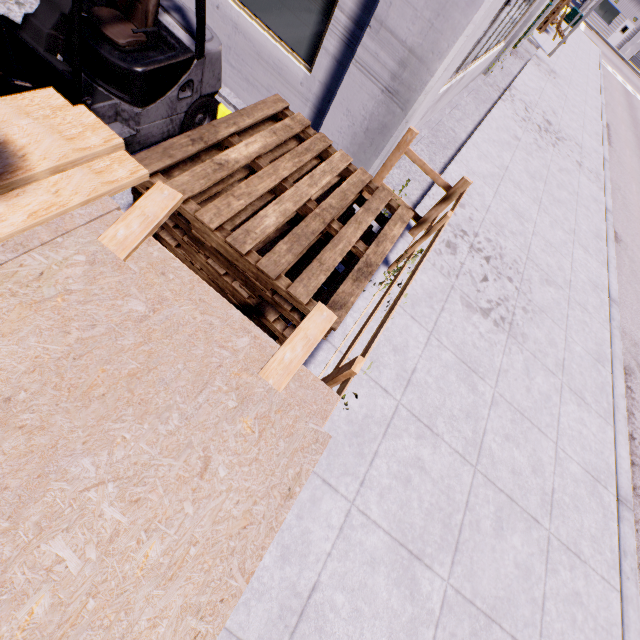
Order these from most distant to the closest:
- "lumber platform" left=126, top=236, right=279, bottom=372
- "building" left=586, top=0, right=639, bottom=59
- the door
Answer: the door, "building" left=586, top=0, right=639, bottom=59, "lumber platform" left=126, top=236, right=279, bottom=372

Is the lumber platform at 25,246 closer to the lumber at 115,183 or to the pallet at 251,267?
the lumber at 115,183

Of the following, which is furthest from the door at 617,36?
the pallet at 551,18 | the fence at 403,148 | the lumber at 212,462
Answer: the lumber at 212,462

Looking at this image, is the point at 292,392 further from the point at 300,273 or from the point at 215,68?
the point at 215,68

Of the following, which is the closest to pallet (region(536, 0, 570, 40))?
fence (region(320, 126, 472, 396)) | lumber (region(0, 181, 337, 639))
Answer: fence (region(320, 126, 472, 396))

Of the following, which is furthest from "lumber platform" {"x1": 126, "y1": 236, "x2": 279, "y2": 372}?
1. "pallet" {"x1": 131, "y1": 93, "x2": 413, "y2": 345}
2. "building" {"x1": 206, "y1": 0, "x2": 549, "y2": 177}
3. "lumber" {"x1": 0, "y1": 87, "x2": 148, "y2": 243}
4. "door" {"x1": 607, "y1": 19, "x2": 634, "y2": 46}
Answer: "door" {"x1": 607, "y1": 19, "x2": 634, "y2": 46}

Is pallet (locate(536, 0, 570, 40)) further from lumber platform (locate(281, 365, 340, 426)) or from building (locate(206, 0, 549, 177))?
lumber platform (locate(281, 365, 340, 426))

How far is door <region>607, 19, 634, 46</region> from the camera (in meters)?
43.16
